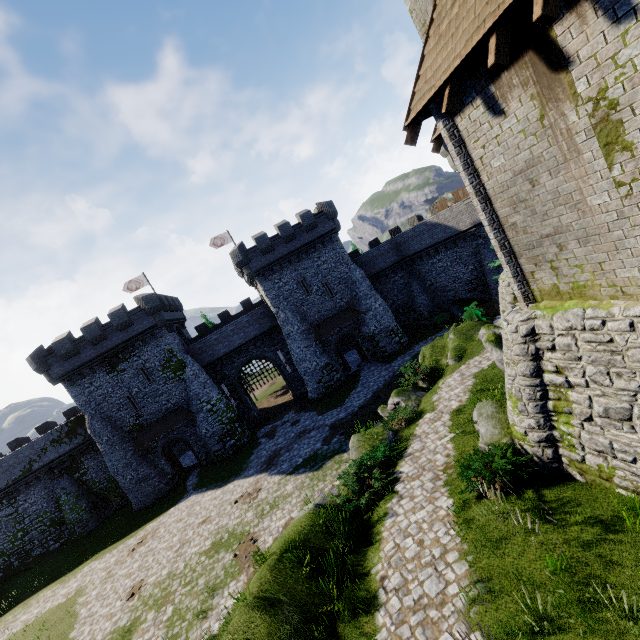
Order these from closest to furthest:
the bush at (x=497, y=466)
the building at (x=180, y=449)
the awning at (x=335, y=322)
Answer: the bush at (x=497, y=466), the awning at (x=335, y=322), the building at (x=180, y=449)

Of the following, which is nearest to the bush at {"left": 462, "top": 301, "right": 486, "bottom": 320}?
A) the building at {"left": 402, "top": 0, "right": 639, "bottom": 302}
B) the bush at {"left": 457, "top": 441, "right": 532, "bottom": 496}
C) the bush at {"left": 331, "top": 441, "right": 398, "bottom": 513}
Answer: the building at {"left": 402, "top": 0, "right": 639, "bottom": 302}

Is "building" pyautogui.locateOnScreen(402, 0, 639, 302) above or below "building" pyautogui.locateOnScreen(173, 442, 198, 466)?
above

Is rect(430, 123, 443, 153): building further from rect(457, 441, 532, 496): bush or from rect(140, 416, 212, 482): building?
rect(140, 416, 212, 482): building

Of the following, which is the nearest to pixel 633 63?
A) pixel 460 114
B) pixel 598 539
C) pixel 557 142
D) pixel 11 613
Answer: pixel 557 142

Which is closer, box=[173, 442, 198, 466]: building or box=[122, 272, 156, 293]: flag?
box=[173, 442, 198, 466]: building

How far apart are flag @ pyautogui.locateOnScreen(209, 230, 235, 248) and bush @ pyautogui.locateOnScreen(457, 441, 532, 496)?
34.89m

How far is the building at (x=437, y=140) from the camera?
11.51m
